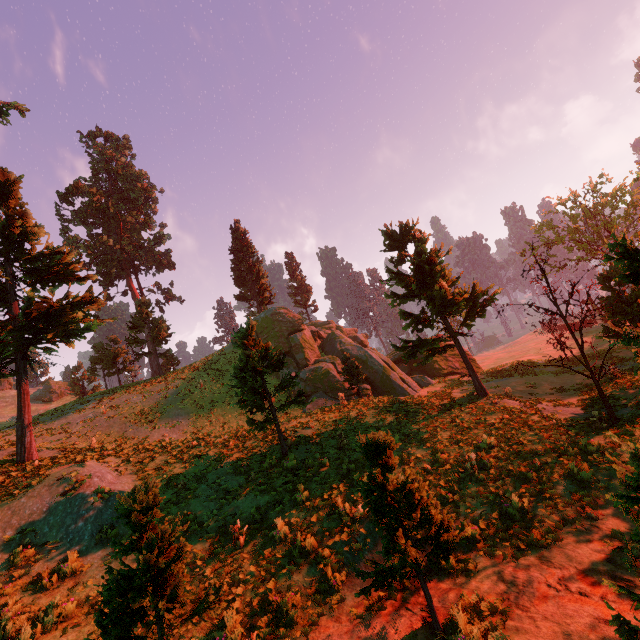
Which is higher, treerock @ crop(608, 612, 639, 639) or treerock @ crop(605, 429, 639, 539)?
treerock @ crop(605, 429, 639, 539)

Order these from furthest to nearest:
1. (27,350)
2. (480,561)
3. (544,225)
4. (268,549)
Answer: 1. (544,225)
2. (27,350)
3. (268,549)
4. (480,561)

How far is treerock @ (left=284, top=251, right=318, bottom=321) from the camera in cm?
5528

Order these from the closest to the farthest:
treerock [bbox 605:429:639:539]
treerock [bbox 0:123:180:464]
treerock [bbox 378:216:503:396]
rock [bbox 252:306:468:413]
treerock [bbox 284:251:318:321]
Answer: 1. treerock [bbox 605:429:639:539]
2. treerock [bbox 0:123:180:464]
3. treerock [bbox 378:216:503:396]
4. rock [bbox 252:306:468:413]
5. treerock [bbox 284:251:318:321]

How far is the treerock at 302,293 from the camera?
55.3 meters

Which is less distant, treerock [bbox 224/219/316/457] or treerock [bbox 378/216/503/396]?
treerock [bbox 224/219/316/457]

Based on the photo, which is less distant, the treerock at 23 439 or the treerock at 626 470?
the treerock at 626 470
